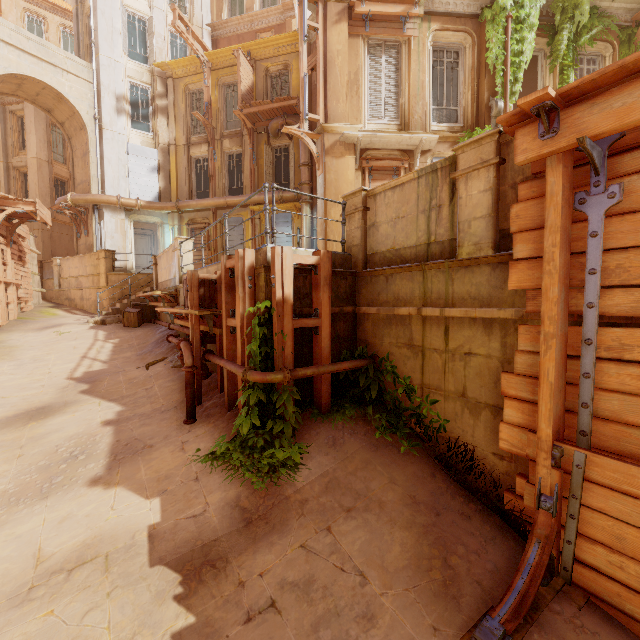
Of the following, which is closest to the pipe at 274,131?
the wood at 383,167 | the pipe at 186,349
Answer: the wood at 383,167

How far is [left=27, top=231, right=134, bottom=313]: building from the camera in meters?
16.3

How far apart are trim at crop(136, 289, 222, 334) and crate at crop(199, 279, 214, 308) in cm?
1

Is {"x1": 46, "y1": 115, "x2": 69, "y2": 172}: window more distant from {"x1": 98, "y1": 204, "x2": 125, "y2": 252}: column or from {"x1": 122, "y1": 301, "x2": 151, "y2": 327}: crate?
{"x1": 122, "y1": 301, "x2": 151, "y2": 327}: crate

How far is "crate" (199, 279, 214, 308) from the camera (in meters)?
6.29

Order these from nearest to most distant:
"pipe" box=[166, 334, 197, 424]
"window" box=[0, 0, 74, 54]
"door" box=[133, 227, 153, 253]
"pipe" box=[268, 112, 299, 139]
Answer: "pipe" box=[166, 334, 197, 424] → "pipe" box=[268, 112, 299, 139] → "door" box=[133, 227, 153, 253] → "window" box=[0, 0, 74, 54]

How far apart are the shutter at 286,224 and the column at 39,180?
16.9 meters

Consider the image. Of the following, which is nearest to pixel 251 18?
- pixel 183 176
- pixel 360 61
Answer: pixel 183 176
